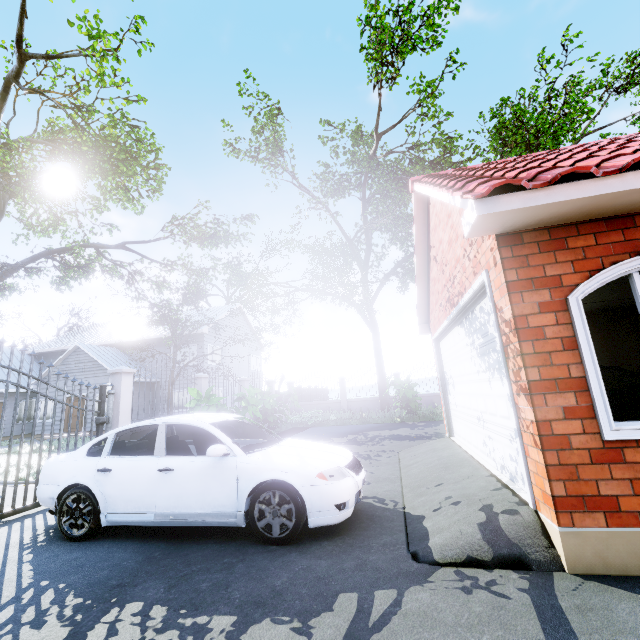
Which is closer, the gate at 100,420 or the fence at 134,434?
the gate at 100,420

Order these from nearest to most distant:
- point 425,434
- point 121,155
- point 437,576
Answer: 1. point 437,576
2. point 121,155
3. point 425,434

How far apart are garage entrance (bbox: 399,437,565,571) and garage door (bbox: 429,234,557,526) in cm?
2

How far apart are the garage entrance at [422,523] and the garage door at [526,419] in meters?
0.0 m

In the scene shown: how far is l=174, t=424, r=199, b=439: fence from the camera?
9.36m

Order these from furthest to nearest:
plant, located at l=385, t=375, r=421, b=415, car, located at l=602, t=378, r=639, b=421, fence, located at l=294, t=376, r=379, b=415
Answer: fence, located at l=294, t=376, r=379, b=415 < plant, located at l=385, t=375, r=421, b=415 < car, located at l=602, t=378, r=639, b=421

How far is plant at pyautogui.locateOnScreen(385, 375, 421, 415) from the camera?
15.2m
